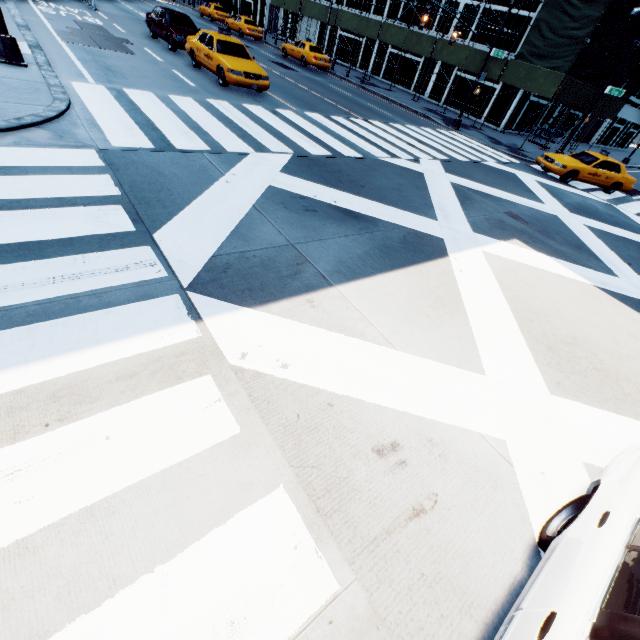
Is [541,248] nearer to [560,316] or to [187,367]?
[560,316]

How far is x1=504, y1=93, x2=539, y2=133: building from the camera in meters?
24.5

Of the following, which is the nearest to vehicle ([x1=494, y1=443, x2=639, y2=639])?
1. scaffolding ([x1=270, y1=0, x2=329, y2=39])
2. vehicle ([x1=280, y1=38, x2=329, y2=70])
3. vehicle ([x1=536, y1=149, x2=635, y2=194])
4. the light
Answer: the light

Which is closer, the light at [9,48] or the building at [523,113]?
the light at [9,48]

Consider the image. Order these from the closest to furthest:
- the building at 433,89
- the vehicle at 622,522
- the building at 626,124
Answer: the vehicle at 622,522 < the building at 433,89 < the building at 626,124

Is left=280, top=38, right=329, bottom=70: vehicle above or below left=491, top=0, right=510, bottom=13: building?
below

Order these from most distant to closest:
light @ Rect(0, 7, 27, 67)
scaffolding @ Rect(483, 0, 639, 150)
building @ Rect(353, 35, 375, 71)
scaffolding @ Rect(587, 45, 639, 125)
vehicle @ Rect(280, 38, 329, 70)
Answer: building @ Rect(353, 35, 375, 71), vehicle @ Rect(280, 38, 329, 70), scaffolding @ Rect(587, 45, 639, 125), scaffolding @ Rect(483, 0, 639, 150), light @ Rect(0, 7, 27, 67)

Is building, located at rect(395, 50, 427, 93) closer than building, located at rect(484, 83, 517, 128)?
No
